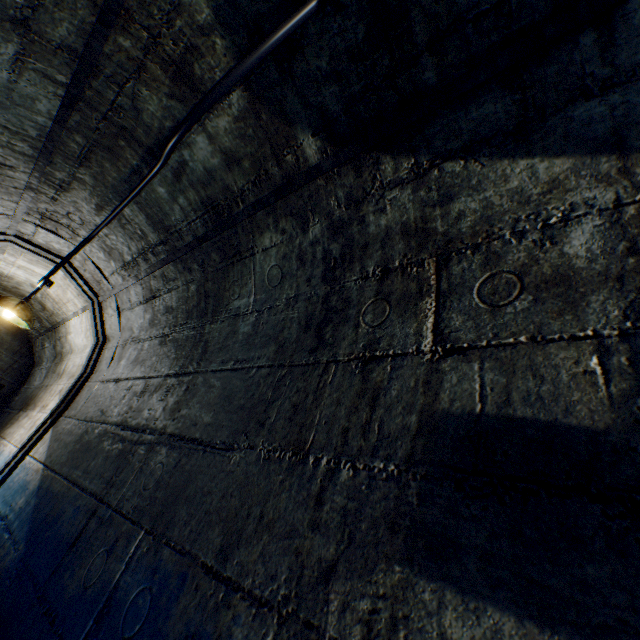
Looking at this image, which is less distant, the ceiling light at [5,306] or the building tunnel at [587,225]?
the building tunnel at [587,225]

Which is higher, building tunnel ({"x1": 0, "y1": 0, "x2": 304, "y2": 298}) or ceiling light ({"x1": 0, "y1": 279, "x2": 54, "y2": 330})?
building tunnel ({"x1": 0, "y1": 0, "x2": 304, "y2": 298})

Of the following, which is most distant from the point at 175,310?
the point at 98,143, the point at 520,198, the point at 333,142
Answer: the point at 520,198

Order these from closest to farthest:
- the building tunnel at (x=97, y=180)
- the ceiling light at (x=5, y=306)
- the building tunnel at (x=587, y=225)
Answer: the building tunnel at (x=587, y=225)
the building tunnel at (x=97, y=180)
the ceiling light at (x=5, y=306)

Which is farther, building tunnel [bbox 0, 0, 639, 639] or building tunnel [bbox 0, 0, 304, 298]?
building tunnel [bbox 0, 0, 304, 298]

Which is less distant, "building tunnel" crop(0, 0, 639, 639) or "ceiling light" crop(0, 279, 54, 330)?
"building tunnel" crop(0, 0, 639, 639)

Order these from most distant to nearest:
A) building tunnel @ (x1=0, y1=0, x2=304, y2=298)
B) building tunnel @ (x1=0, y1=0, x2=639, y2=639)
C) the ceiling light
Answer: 1. the ceiling light
2. building tunnel @ (x1=0, y1=0, x2=304, y2=298)
3. building tunnel @ (x1=0, y1=0, x2=639, y2=639)
